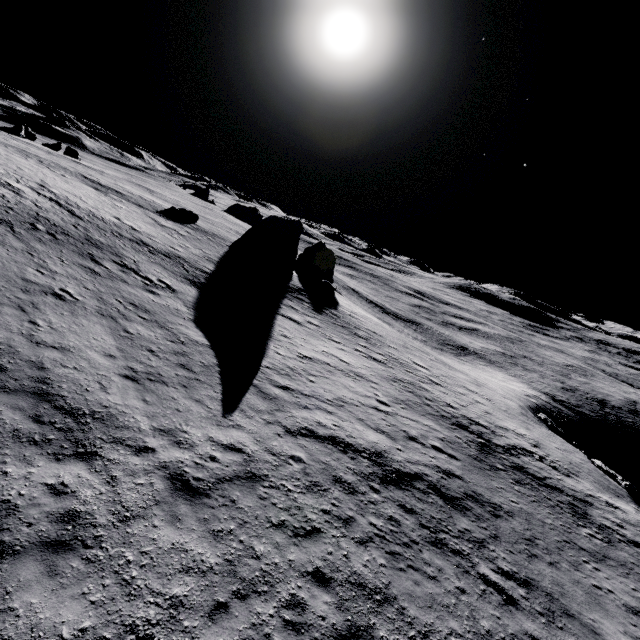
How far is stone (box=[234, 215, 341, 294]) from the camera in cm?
3775

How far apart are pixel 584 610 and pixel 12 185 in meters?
32.5

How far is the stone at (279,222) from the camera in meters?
37.8 m
